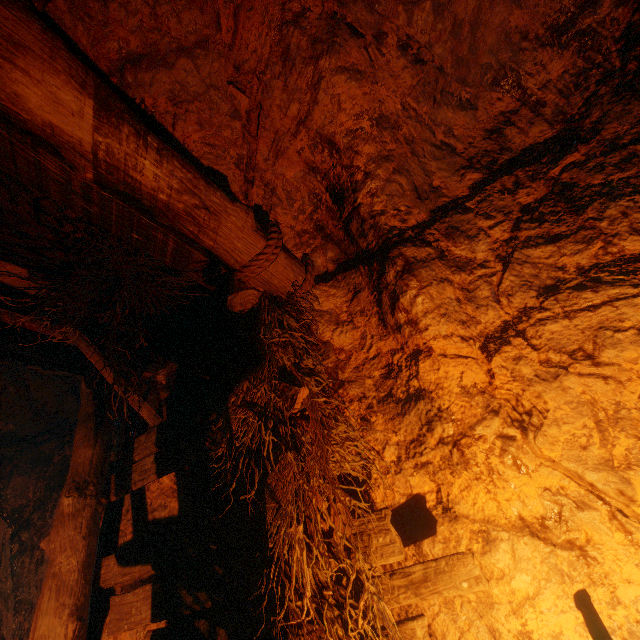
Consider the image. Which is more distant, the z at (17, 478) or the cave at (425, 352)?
the z at (17, 478)

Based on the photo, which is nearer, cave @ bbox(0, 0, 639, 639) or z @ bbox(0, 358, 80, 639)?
cave @ bbox(0, 0, 639, 639)

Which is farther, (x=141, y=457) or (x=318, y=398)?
(x=141, y=457)
